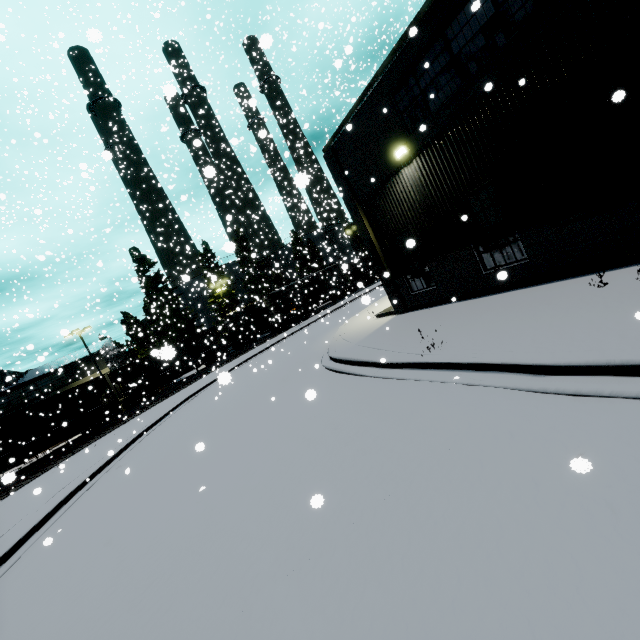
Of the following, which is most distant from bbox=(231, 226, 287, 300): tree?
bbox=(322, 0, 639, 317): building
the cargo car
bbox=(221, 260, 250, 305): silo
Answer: bbox=(322, 0, 639, 317): building

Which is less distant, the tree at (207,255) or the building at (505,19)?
the building at (505,19)

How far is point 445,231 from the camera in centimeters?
1073cm

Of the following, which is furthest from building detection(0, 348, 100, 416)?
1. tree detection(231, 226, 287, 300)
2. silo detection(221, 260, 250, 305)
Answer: tree detection(231, 226, 287, 300)

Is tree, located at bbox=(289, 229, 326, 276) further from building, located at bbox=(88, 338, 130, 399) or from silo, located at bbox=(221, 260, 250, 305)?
building, located at bbox=(88, 338, 130, 399)

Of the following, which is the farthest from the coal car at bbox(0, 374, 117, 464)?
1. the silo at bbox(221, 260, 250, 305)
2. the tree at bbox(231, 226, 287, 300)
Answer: the tree at bbox(231, 226, 287, 300)

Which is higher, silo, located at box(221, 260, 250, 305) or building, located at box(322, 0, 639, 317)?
silo, located at box(221, 260, 250, 305)

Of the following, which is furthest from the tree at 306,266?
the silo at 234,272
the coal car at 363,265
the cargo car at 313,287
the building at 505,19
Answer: A: the building at 505,19
